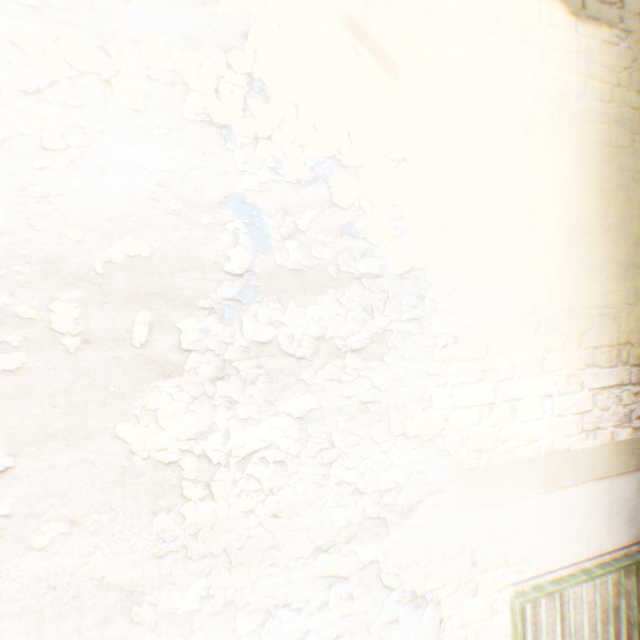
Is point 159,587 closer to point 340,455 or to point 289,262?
point 340,455
